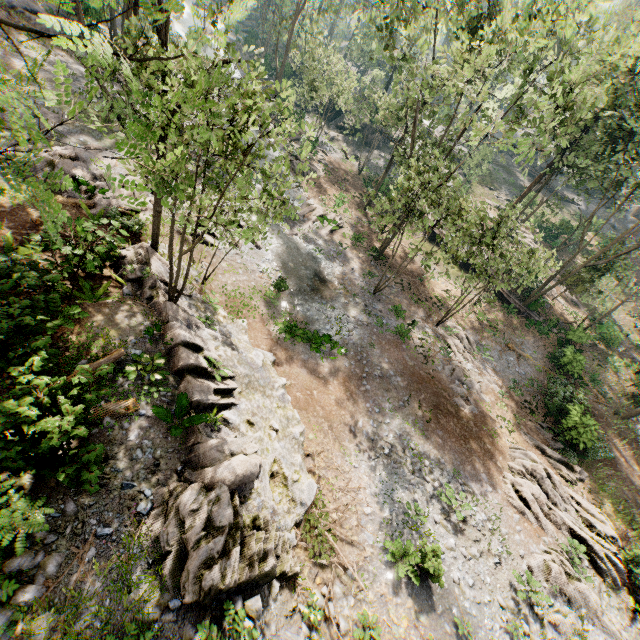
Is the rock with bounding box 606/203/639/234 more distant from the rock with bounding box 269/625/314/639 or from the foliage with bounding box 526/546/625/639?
the rock with bounding box 269/625/314/639

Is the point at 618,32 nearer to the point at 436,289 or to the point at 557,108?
the point at 557,108

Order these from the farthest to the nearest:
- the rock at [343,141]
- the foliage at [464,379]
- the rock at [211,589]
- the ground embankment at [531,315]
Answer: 1. the rock at [343,141]
2. the ground embankment at [531,315]
3. the foliage at [464,379]
4. the rock at [211,589]

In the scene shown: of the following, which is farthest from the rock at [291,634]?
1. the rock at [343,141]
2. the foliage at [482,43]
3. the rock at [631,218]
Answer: the rock at [631,218]

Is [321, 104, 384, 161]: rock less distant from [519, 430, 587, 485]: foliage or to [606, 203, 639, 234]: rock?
[519, 430, 587, 485]: foliage

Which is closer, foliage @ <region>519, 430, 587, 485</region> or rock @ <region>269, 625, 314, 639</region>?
rock @ <region>269, 625, 314, 639</region>

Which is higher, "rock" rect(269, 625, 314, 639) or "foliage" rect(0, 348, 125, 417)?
"foliage" rect(0, 348, 125, 417)

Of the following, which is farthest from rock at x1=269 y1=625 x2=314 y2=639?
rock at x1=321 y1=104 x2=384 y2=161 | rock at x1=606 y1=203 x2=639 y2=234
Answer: rock at x1=606 y1=203 x2=639 y2=234
